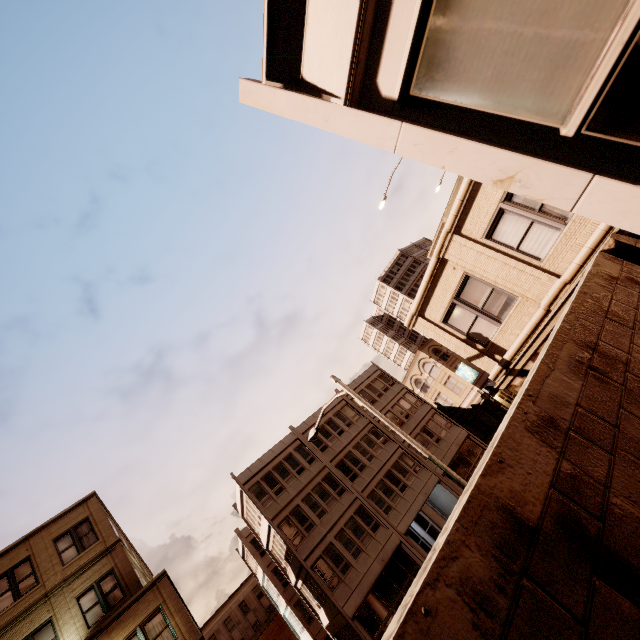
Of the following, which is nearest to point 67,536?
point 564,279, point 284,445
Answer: point 284,445

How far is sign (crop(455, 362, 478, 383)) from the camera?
39.31m

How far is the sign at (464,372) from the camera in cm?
3931

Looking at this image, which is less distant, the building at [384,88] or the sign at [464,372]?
the building at [384,88]

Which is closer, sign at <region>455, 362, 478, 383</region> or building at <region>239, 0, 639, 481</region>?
building at <region>239, 0, 639, 481</region>
